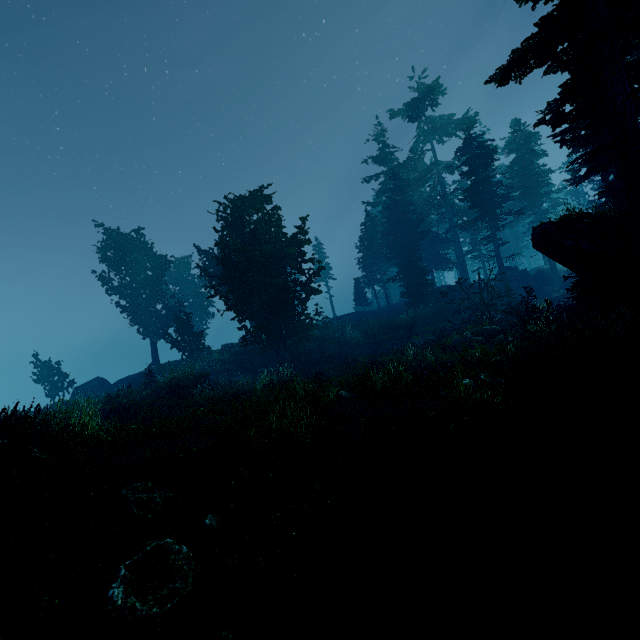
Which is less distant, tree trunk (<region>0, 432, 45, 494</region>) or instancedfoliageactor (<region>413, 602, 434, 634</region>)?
instancedfoliageactor (<region>413, 602, 434, 634</region>)

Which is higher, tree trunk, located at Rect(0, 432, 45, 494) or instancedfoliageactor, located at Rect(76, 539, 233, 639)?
tree trunk, located at Rect(0, 432, 45, 494)

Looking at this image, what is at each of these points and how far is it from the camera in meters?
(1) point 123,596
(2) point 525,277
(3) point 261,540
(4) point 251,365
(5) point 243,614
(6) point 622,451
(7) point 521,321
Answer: (1) instancedfoliageactor, 2.8 m
(2) rock, 34.8 m
(3) instancedfoliageactor, 3.6 m
(4) rock, 29.2 m
(5) instancedfoliageactor, 2.7 m
(6) instancedfoliageactor, 4.0 m
(7) tree, 16.7 m

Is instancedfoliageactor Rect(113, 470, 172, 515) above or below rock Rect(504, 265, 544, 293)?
below

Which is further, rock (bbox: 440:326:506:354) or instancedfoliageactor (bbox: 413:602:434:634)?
rock (bbox: 440:326:506:354)

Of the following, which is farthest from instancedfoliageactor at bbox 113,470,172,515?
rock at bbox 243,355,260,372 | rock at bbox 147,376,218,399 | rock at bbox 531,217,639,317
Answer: rock at bbox 243,355,260,372

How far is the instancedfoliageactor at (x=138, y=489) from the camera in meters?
4.6

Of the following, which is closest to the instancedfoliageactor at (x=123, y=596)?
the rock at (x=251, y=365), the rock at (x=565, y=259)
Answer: the rock at (x=565, y=259)
